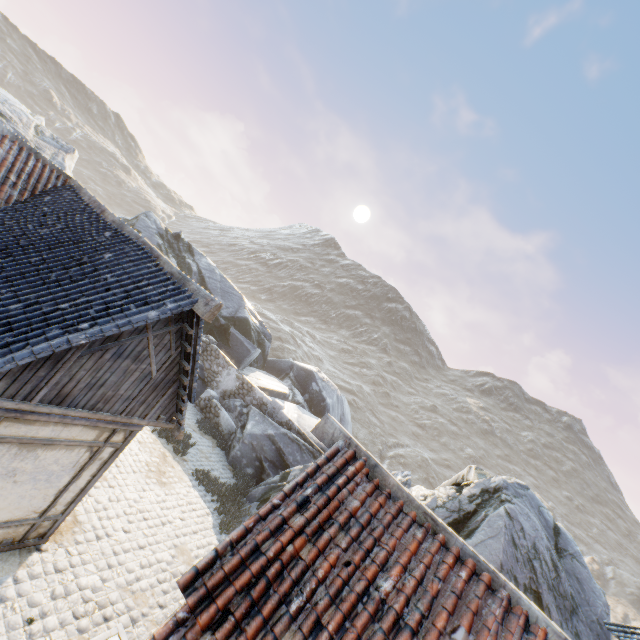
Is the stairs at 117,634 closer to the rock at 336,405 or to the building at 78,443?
the building at 78,443

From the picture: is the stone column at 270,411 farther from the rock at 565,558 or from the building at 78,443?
the building at 78,443

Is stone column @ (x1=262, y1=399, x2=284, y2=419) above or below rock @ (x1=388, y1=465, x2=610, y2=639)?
below

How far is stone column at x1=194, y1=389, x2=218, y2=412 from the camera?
17.9m

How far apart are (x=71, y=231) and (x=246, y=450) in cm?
1188

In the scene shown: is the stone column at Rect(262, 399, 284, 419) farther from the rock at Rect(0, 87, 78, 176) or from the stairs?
the stairs

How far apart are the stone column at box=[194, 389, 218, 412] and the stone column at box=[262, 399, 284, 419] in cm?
275

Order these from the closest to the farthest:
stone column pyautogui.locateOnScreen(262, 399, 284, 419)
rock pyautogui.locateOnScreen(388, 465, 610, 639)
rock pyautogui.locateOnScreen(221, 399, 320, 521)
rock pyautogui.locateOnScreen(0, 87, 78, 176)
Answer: rock pyautogui.locateOnScreen(388, 465, 610, 639) → rock pyautogui.locateOnScreen(221, 399, 320, 521) → stone column pyautogui.locateOnScreen(262, 399, 284, 419) → rock pyautogui.locateOnScreen(0, 87, 78, 176)
